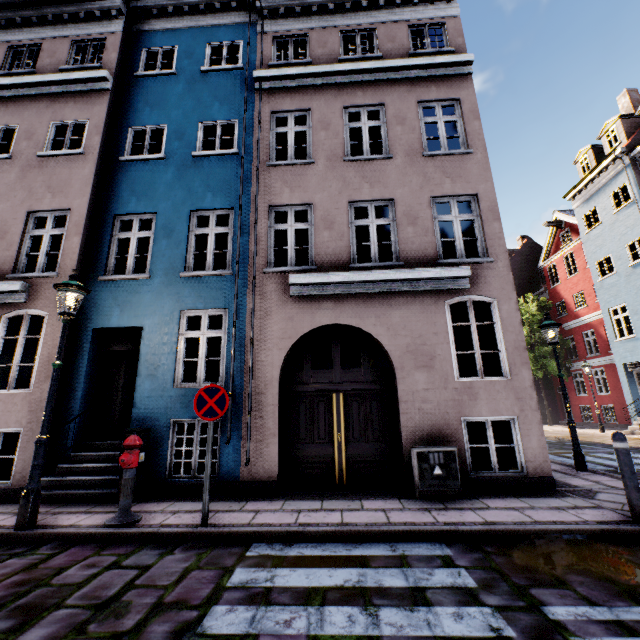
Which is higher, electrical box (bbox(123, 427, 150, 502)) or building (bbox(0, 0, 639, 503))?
electrical box (bbox(123, 427, 150, 502))

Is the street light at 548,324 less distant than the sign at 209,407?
No

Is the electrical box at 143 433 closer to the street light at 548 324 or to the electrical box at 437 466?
the electrical box at 437 466

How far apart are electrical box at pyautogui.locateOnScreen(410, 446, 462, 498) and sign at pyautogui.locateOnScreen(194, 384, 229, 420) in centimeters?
342cm

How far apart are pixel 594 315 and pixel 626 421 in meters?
6.9 m

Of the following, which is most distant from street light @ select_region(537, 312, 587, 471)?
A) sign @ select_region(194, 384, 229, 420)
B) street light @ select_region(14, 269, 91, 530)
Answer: street light @ select_region(14, 269, 91, 530)

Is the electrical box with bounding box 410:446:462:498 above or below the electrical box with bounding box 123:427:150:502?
below

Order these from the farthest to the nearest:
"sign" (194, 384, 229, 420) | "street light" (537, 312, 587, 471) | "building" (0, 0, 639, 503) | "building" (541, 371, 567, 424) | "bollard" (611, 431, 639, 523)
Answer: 1. "building" (541, 371, 567, 424)
2. "street light" (537, 312, 587, 471)
3. "building" (0, 0, 639, 503)
4. "sign" (194, 384, 229, 420)
5. "bollard" (611, 431, 639, 523)
